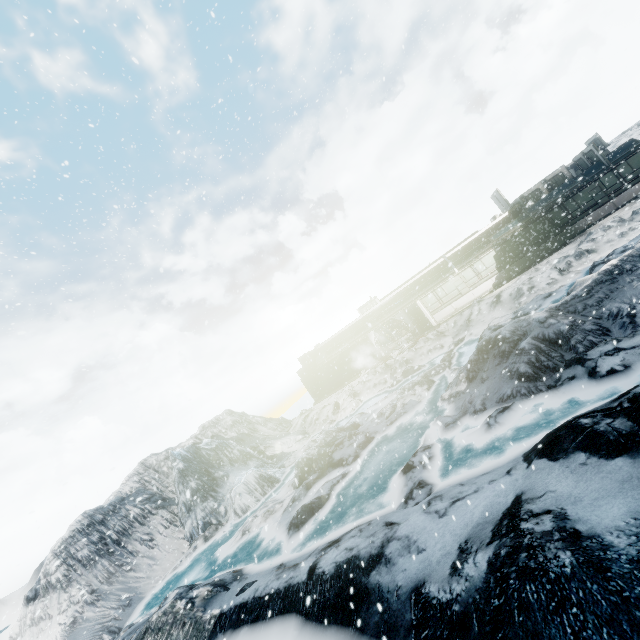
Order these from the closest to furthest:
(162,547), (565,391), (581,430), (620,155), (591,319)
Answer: (581,430) → (565,391) → (591,319) → (162,547) → (620,155)
